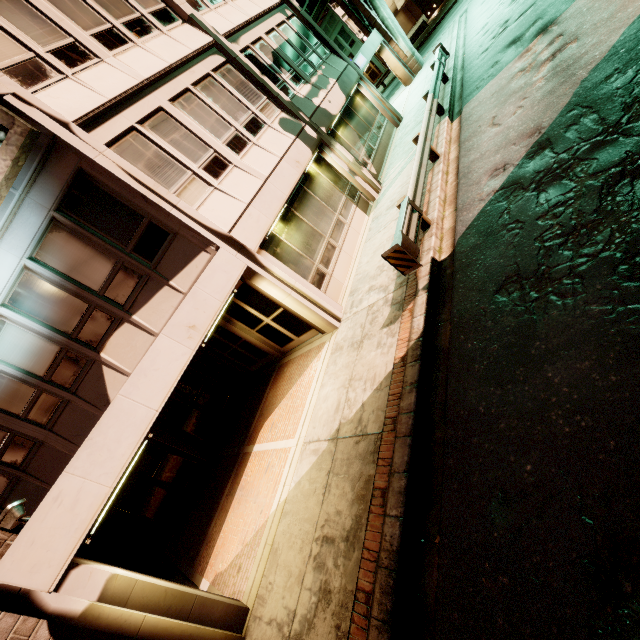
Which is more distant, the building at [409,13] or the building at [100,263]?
the building at [409,13]

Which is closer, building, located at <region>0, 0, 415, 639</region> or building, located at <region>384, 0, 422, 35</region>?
building, located at <region>0, 0, 415, 639</region>

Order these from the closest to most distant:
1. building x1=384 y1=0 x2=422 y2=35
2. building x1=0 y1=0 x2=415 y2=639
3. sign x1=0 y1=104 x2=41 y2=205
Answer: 1. building x1=0 y1=0 x2=415 y2=639
2. sign x1=0 y1=104 x2=41 y2=205
3. building x1=384 y1=0 x2=422 y2=35

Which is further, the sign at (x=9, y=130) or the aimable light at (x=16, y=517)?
the sign at (x=9, y=130)

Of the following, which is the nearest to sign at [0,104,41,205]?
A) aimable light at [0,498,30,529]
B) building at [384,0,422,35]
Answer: aimable light at [0,498,30,529]

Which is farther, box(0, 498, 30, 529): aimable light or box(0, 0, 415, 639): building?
box(0, 0, 415, 639): building

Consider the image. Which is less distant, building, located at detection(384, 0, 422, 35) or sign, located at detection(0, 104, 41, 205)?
sign, located at detection(0, 104, 41, 205)

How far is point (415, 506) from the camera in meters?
4.4
